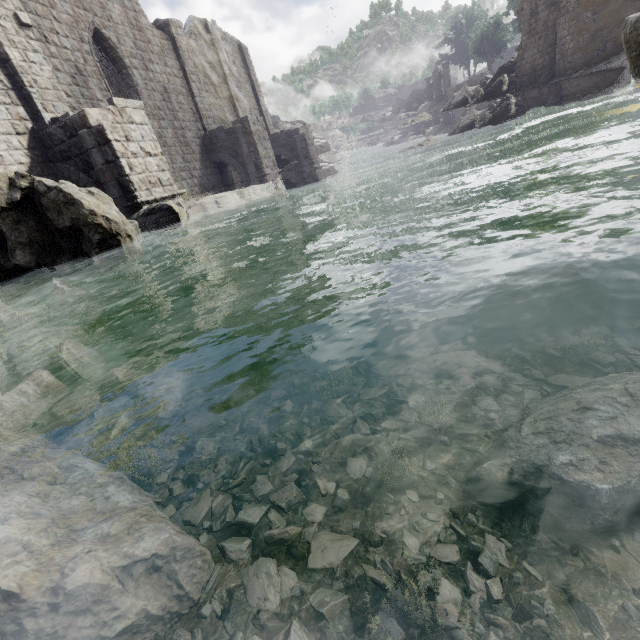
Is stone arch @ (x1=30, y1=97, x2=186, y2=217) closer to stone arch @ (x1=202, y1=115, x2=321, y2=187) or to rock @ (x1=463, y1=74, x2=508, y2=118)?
stone arch @ (x1=202, y1=115, x2=321, y2=187)

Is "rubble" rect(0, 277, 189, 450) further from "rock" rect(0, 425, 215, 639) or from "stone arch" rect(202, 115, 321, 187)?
"stone arch" rect(202, 115, 321, 187)

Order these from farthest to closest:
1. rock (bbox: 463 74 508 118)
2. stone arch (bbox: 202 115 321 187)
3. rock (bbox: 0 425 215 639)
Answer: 1. rock (bbox: 463 74 508 118)
2. stone arch (bbox: 202 115 321 187)
3. rock (bbox: 0 425 215 639)

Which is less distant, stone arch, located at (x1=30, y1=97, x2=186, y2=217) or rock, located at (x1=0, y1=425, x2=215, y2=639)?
rock, located at (x1=0, y1=425, x2=215, y2=639)

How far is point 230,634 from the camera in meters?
1.5 m

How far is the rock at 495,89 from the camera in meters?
29.8 m

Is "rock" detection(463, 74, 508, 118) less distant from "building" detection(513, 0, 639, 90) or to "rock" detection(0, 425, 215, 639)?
"building" detection(513, 0, 639, 90)

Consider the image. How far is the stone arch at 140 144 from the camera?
9.92m
